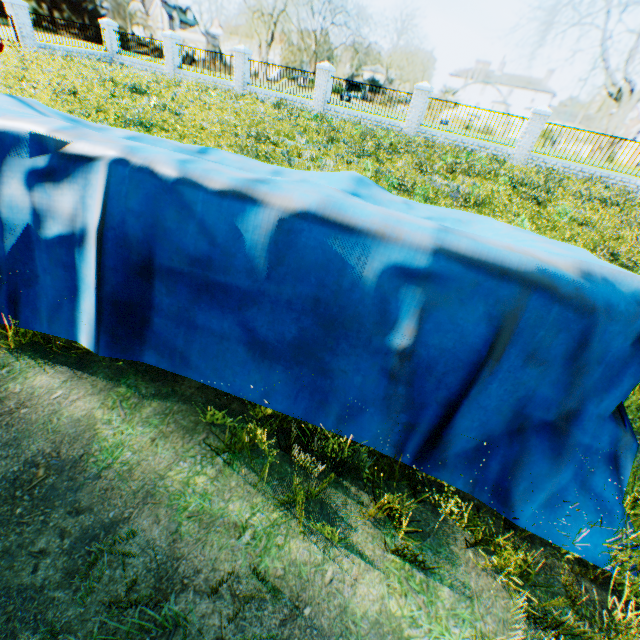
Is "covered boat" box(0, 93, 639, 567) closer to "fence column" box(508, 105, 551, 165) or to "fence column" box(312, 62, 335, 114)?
"fence column" box(508, 105, 551, 165)

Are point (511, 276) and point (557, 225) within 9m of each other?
yes

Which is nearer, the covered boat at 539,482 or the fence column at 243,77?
the covered boat at 539,482

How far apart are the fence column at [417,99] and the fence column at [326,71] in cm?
473

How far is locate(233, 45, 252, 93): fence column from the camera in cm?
1902

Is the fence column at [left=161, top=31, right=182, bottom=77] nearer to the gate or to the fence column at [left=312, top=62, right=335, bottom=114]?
the gate

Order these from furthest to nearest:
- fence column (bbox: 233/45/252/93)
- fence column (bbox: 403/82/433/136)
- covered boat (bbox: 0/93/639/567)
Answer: fence column (bbox: 233/45/252/93) < fence column (bbox: 403/82/433/136) < covered boat (bbox: 0/93/639/567)

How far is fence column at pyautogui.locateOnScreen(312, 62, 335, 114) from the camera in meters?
17.6
